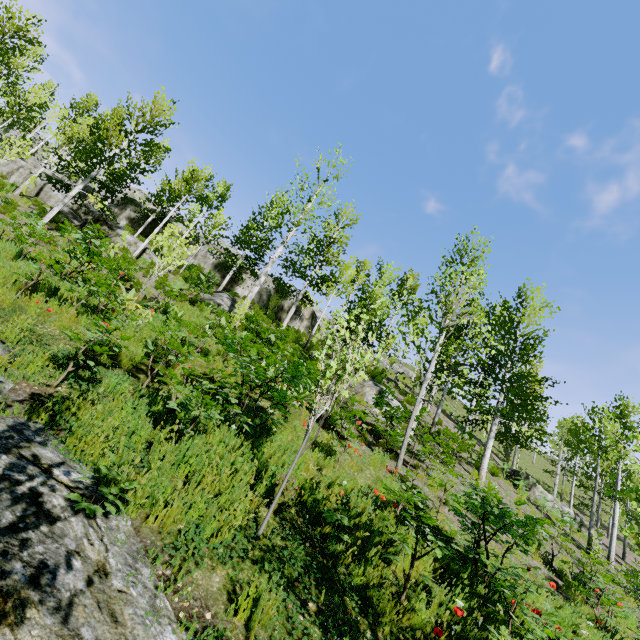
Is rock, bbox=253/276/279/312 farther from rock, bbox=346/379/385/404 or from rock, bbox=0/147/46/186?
rock, bbox=346/379/385/404

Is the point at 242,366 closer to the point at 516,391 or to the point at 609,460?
the point at 609,460

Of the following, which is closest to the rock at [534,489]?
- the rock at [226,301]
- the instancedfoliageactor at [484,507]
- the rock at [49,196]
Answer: the instancedfoliageactor at [484,507]

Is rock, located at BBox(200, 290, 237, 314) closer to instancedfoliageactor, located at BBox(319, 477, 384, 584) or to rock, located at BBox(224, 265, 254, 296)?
rock, located at BBox(224, 265, 254, 296)

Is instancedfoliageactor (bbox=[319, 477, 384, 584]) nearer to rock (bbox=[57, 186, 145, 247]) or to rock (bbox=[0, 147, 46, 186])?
rock (bbox=[57, 186, 145, 247])

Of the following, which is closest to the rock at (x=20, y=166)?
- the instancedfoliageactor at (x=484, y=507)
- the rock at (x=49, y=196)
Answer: the rock at (x=49, y=196)

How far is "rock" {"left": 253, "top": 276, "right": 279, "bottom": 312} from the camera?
27.47m
